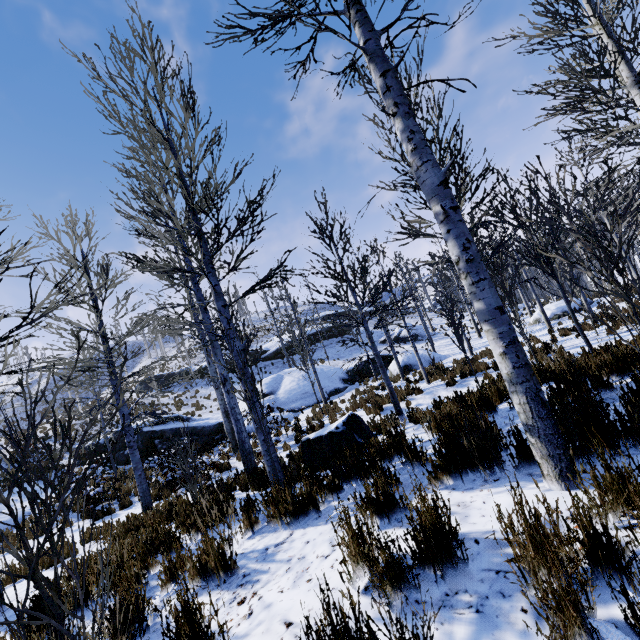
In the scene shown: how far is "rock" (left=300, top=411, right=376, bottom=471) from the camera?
5.4m

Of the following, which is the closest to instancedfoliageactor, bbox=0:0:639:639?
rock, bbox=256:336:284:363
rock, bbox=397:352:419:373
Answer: rock, bbox=397:352:419:373

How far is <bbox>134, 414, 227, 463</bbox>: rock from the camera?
16.7m

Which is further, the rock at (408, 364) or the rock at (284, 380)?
the rock at (408, 364)

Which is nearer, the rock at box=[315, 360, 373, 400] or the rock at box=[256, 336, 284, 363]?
the rock at box=[315, 360, 373, 400]

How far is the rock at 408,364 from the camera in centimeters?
2108cm

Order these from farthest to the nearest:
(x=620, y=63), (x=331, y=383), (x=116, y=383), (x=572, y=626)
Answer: (x=331, y=383) < (x=116, y=383) < (x=620, y=63) < (x=572, y=626)

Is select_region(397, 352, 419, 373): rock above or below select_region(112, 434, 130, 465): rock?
below
